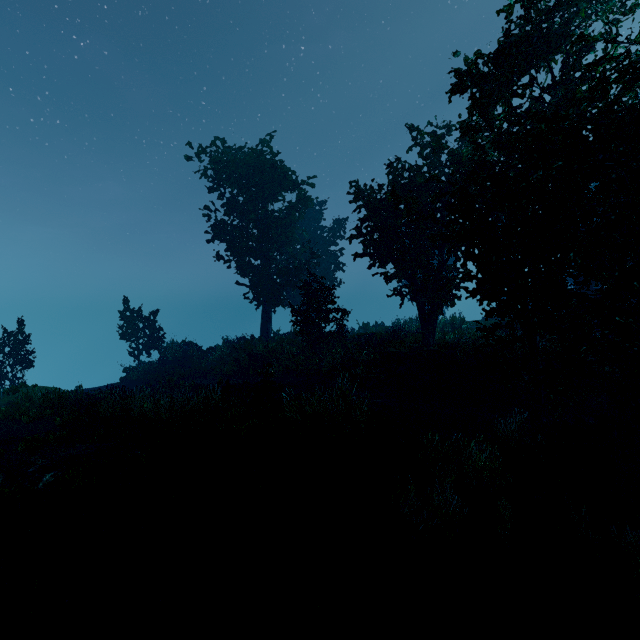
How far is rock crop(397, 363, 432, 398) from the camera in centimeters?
1647cm

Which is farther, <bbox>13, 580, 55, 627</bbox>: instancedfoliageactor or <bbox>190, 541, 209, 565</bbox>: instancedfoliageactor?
<bbox>190, 541, 209, 565</bbox>: instancedfoliageactor

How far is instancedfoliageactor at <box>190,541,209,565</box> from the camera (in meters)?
4.66

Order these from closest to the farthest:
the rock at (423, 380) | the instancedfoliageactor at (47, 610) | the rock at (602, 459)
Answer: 1. the instancedfoliageactor at (47, 610)
2. the rock at (602, 459)
3. the rock at (423, 380)

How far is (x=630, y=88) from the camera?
6.4m

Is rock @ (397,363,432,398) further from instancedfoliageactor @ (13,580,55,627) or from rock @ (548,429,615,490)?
rock @ (548,429,615,490)

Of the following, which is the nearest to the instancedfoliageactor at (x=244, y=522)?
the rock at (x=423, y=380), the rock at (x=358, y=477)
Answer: the rock at (x=358, y=477)

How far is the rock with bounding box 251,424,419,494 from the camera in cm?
717
